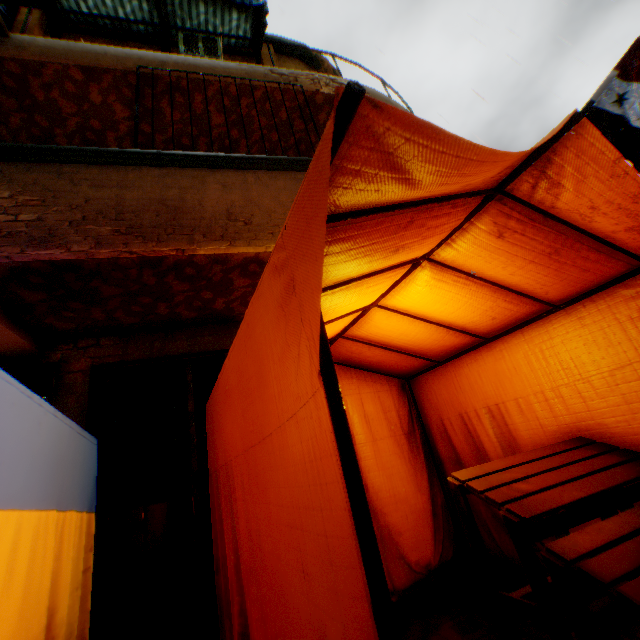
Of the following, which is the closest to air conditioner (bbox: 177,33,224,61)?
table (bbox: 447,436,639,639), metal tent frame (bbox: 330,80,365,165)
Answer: metal tent frame (bbox: 330,80,365,165)

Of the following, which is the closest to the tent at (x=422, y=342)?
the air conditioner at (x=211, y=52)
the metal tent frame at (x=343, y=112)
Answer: the metal tent frame at (x=343, y=112)

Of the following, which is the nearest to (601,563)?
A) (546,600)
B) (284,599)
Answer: (546,600)

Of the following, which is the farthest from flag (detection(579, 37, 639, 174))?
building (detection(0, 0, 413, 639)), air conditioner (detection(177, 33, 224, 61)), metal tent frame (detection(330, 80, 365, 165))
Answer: air conditioner (detection(177, 33, 224, 61))

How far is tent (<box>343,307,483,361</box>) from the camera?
3.01m

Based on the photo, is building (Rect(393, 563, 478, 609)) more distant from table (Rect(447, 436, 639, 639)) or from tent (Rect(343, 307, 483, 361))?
table (Rect(447, 436, 639, 639))

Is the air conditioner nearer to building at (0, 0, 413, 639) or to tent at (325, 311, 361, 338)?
building at (0, 0, 413, 639)

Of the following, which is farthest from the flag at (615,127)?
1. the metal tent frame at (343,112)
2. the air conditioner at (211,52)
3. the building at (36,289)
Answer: the air conditioner at (211,52)
